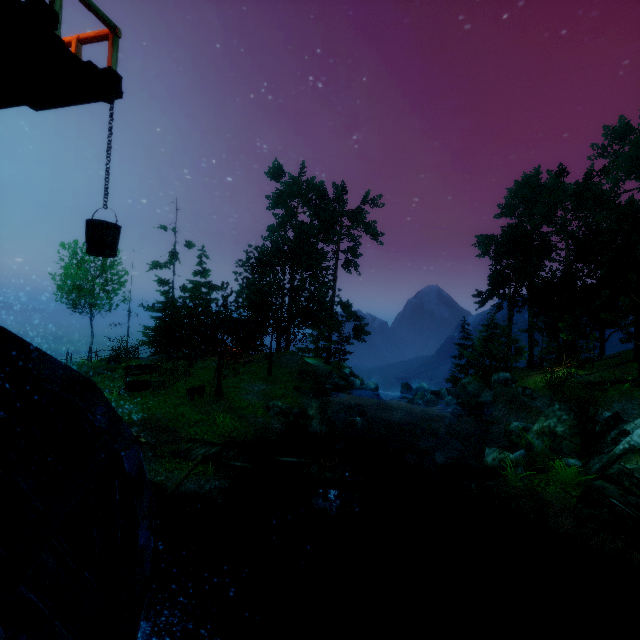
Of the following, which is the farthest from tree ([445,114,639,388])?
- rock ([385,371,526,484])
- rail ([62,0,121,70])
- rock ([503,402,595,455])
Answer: rail ([62,0,121,70])

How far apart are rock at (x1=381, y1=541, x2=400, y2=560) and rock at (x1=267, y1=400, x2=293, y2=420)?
9.22m

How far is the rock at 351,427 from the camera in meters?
Result: 18.3

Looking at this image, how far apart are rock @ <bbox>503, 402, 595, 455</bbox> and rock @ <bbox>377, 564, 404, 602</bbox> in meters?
8.6

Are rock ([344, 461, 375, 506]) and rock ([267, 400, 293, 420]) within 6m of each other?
yes

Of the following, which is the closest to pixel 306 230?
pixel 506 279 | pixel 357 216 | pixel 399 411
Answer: pixel 357 216

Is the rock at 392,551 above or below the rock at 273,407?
below

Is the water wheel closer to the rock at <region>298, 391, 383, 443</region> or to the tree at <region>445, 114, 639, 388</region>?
the tree at <region>445, 114, 639, 388</region>
